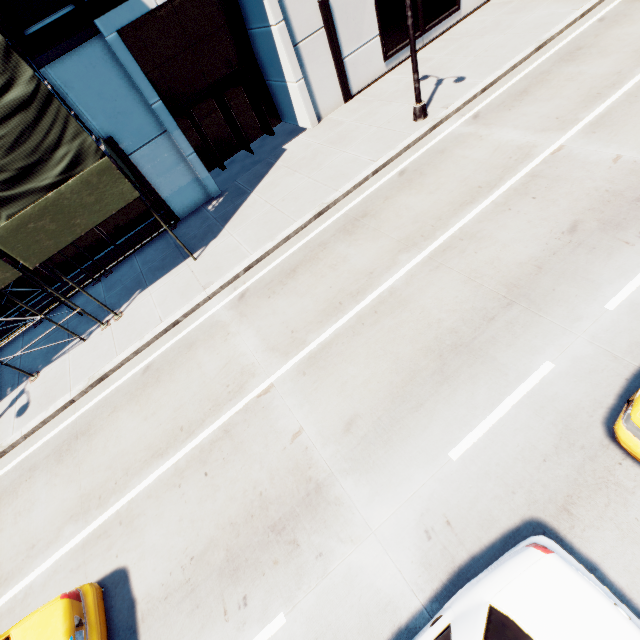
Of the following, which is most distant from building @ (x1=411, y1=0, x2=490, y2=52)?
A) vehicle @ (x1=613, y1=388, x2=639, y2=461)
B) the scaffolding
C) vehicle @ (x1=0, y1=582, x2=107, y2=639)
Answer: vehicle @ (x1=613, y1=388, x2=639, y2=461)

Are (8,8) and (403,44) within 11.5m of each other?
no

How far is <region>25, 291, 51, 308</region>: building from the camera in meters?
12.8

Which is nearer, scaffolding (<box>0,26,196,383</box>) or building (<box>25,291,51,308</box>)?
scaffolding (<box>0,26,196,383</box>)

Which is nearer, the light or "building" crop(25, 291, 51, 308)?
the light

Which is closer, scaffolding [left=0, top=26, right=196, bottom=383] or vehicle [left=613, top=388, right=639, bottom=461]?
vehicle [left=613, top=388, right=639, bottom=461]

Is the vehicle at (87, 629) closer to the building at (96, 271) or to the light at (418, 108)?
the building at (96, 271)

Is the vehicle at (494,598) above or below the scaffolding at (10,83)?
below
